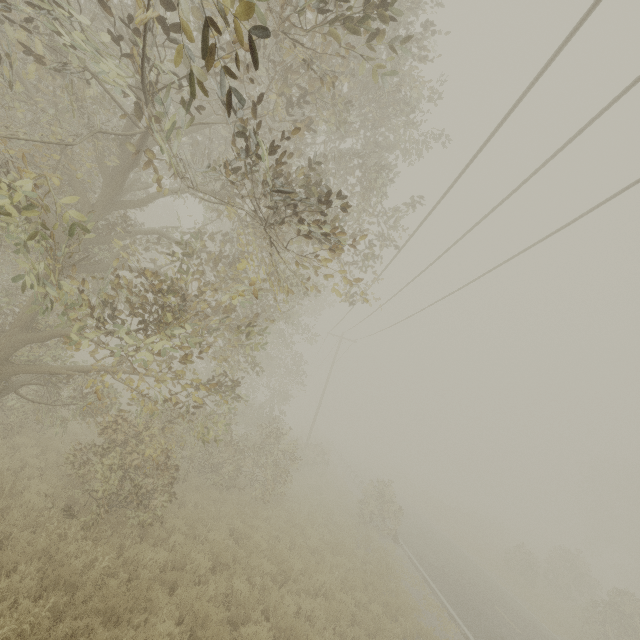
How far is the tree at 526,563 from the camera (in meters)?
23.39

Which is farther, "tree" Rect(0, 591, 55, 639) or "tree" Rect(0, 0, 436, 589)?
"tree" Rect(0, 591, 55, 639)

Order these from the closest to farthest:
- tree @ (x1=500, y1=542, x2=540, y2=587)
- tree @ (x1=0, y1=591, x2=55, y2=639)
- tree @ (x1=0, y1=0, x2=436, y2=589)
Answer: tree @ (x1=0, y1=0, x2=436, y2=589), tree @ (x1=0, y1=591, x2=55, y2=639), tree @ (x1=500, y1=542, x2=540, y2=587)

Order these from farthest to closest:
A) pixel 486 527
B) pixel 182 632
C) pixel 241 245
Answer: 1. pixel 486 527
2. pixel 182 632
3. pixel 241 245

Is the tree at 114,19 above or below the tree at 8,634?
above

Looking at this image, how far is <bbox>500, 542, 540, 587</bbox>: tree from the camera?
23.4 meters

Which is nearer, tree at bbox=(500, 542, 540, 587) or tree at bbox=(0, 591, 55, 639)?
tree at bbox=(0, 591, 55, 639)
